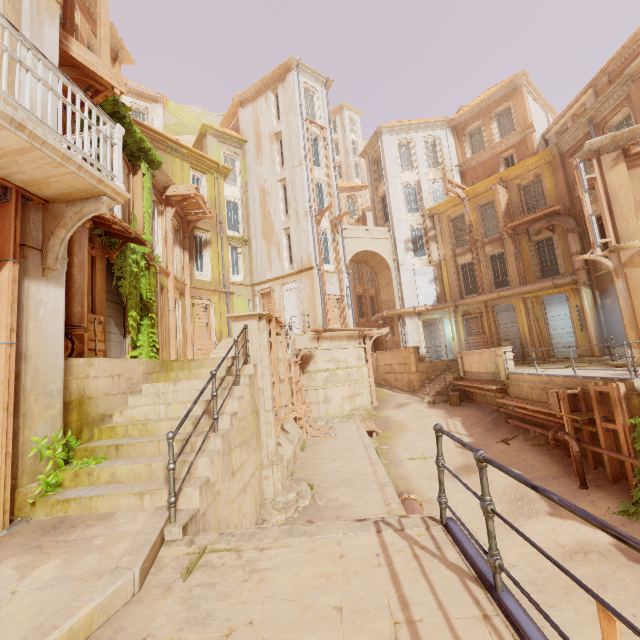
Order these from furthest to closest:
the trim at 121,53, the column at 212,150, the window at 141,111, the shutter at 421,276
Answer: the window at 141,111 < the shutter at 421,276 < the column at 212,150 < the trim at 121,53

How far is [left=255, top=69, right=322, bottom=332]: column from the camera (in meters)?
21.52

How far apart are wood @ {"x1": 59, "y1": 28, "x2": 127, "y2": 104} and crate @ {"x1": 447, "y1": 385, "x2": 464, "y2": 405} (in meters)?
18.35

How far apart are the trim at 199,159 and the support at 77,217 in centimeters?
1525cm

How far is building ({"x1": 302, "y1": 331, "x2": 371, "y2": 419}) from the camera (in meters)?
17.89

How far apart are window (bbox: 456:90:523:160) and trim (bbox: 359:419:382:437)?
22.8 meters

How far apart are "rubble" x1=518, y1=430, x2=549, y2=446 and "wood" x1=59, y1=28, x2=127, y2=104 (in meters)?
16.22

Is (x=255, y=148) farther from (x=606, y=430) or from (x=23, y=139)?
(x=606, y=430)
